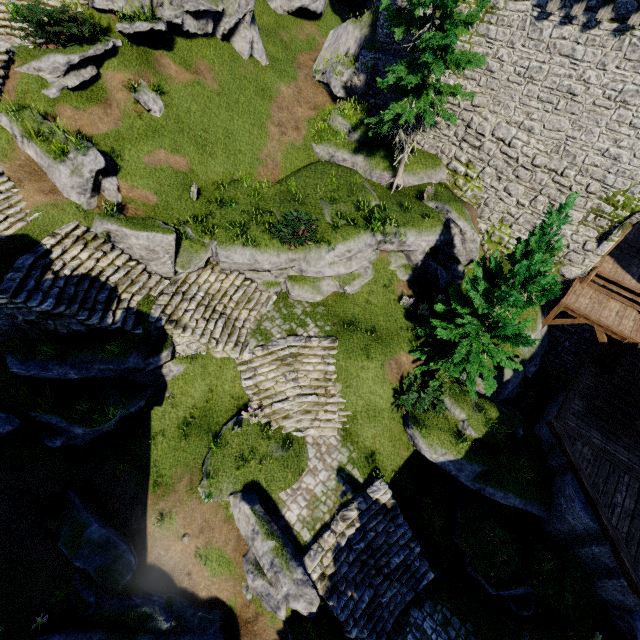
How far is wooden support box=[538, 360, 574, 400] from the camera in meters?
16.5

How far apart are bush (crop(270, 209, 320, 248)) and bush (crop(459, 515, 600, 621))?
14.21m

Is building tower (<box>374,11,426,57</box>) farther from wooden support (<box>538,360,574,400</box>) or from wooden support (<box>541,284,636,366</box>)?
wooden support (<box>538,360,574,400</box>)

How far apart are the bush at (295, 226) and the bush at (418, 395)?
7.11m

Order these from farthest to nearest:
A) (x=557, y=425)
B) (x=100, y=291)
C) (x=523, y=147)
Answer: (x=523, y=147) → (x=557, y=425) → (x=100, y=291)

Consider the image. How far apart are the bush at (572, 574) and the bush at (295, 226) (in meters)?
14.21

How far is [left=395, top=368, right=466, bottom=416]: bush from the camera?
13.10m

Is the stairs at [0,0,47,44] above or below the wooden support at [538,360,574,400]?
above
